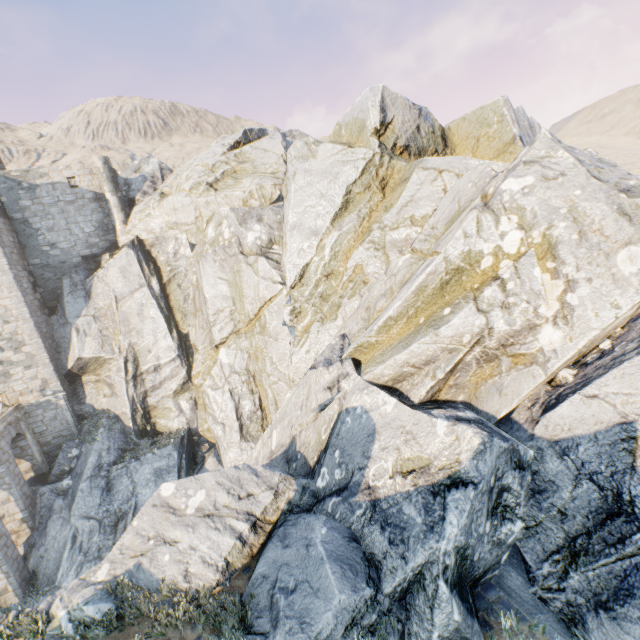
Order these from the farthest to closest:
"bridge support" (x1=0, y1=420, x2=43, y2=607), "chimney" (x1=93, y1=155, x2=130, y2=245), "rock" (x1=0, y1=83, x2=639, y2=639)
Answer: "chimney" (x1=93, y1=155, x2=130, y2=245), "bridge support" (x1=0, y1=420, x2=43, y2=607), "rock" (x1=0, y1=83, x2=639, y2=639)

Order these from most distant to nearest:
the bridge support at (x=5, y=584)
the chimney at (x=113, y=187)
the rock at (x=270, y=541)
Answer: the chimney at (x=113, y=187), the bridge support at (x=5, y=584), the rock at (x=270, y=541)

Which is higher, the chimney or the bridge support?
the chimney

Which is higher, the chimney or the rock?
the chimney

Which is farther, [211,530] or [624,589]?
[211,530]

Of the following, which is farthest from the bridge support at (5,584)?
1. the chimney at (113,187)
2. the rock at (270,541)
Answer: the chimney at (113,187)

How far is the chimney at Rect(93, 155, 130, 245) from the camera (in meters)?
22.25

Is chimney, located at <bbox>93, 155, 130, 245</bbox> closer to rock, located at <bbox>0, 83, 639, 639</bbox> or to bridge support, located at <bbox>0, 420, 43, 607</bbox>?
rock, located at <bbox>0, 83, 639, 639</bbox>
